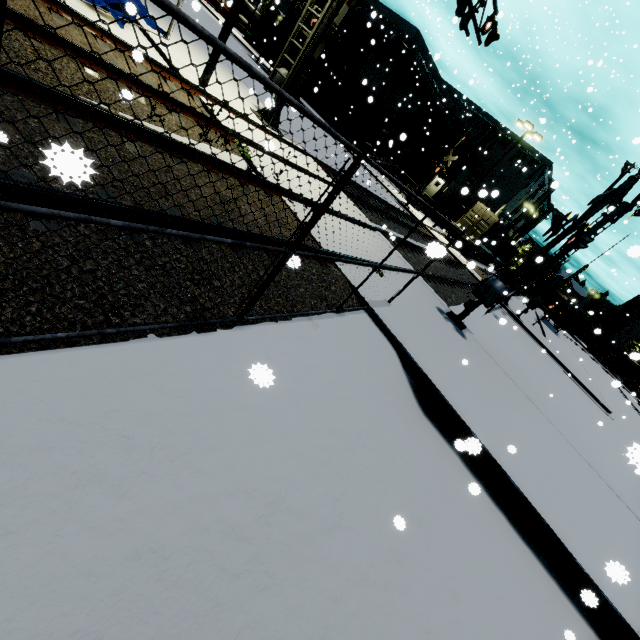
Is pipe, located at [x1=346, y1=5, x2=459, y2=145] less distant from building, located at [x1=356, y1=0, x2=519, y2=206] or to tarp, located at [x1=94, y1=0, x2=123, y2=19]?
building, located at [x1=356, y1=0, x2=519, y2=206]

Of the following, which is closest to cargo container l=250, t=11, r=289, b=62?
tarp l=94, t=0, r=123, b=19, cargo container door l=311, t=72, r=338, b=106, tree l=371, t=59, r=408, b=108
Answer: cargo container door l=311, t=72, r=338, b=106

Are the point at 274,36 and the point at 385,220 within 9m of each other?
no

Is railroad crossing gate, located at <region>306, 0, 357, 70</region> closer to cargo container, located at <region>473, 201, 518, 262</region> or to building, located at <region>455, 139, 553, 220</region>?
building, located at <region>455, 139, 553, 220</region>

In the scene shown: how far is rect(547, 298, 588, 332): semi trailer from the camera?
36.6 meters

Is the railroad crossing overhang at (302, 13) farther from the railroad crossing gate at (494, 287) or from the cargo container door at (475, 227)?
the cargo container door at (475, 227)

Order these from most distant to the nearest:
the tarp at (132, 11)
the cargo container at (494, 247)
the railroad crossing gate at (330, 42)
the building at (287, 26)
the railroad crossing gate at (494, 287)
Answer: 1. the building at (287, 26)
2. the cargo container at (494, 247)
3. the railroad crossing gate at (330, 42)
4. the railroad crossing gate at (494, 287)
5. the tarp at (132, 11)

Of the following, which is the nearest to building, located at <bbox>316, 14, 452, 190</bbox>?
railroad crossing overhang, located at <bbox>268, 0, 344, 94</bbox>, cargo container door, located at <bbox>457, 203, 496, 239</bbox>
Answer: cargo container door, located at <bbox>457, 203, 496, 239</bbox>
